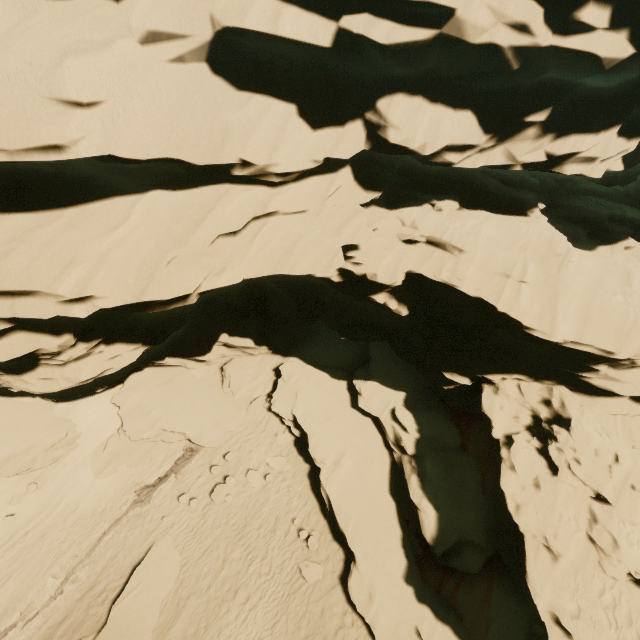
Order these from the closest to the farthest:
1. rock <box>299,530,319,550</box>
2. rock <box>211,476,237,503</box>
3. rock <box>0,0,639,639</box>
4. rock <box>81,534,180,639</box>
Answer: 1. rock <box>0,0,639,639</box>
2. rock <box>81,534,180,639</box>
3. rock <box>299,530,319,550</box>
4. rock <box>211,476,237,503</box>

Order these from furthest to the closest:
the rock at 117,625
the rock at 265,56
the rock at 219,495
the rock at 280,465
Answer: the rock at 280,465
the rock at 219,495
the rock at 117,625
the rock at 265,56

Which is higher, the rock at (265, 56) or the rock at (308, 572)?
the rock at (265, 56)

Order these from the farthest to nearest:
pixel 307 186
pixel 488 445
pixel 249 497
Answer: pixel 249 497, pixel 488 445, pixel 307 186

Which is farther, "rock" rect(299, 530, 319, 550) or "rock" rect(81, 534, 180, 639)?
"rock" rect(299, 530, 319, 550)

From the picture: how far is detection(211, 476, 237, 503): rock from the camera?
15.4 meters

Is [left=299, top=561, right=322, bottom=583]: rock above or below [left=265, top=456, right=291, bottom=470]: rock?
above
